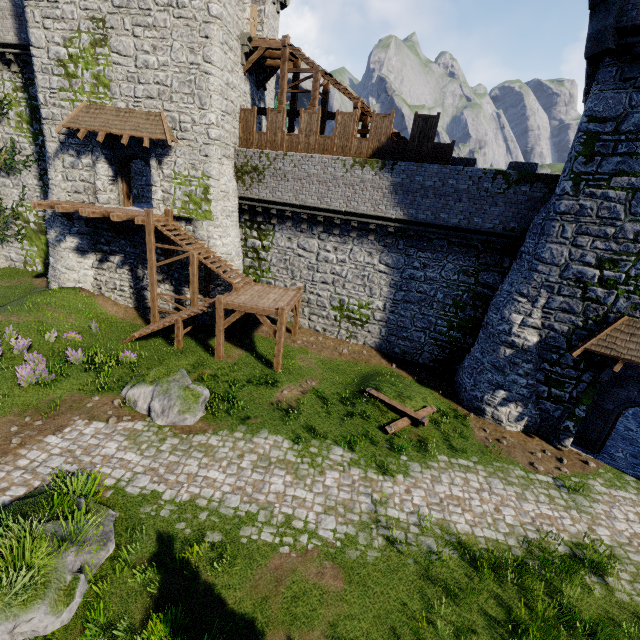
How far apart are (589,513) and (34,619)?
14.5 meters

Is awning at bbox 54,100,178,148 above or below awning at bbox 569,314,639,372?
above

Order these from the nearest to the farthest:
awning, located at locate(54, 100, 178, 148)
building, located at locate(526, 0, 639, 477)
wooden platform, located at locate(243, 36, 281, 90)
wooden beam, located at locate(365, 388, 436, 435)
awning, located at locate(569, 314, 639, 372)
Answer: building, located at locate(526, 0, 639, 477) < awning, located at locate(569, 314, 639, 372) < wooden beam, located at locate(365, 388, 436, 435) < awning, located at locate(54, 100, 178, 148) < wooden platform, located at locate(243, 36, 281, 90)

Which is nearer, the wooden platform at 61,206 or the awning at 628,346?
the awning at 628,346

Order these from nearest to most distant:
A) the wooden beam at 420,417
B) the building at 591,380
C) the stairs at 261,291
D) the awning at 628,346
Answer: the building at 591,380 → the awning at 628,346 → the wooden beam at 420,417 → the stairs at 261,291

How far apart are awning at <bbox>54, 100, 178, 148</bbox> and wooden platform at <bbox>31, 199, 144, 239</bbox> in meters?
3.1

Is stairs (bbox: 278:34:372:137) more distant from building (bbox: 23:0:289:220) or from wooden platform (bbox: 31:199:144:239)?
wooden platform (bbox: 31:199:144:239)

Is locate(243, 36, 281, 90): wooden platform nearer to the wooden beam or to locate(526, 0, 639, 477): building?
locate(526, 0, 639, 477): building
